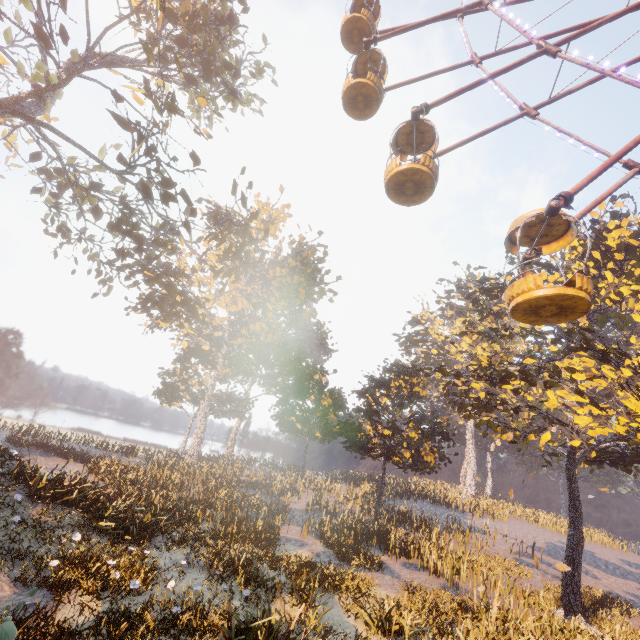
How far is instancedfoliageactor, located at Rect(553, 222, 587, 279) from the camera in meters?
16.4

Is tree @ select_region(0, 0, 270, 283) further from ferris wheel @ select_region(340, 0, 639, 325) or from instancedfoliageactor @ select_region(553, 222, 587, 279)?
instancedfoliageactor @ select_region(553, 222, 587, 279)

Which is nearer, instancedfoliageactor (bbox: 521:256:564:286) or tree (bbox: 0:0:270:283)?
tree (bbox: 0:0:270:283)

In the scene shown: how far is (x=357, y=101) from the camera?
13.2m

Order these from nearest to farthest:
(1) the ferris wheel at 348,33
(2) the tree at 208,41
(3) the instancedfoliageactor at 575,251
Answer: (1) the ferris wheel at 348,33
(2) the tree at 208,41
(3) the instancedfoliageactor at 575,251

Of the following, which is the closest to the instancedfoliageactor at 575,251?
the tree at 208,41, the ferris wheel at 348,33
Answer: the ferris wheel at 348,33

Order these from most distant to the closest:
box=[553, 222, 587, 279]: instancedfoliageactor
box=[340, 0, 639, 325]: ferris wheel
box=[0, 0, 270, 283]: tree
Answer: box=[553, 222, 587, 279]: instancedfoliageactor < box=[0, 0, 270, 283]: tree < box=[340, 0, 639, 325]: ferris wheel
